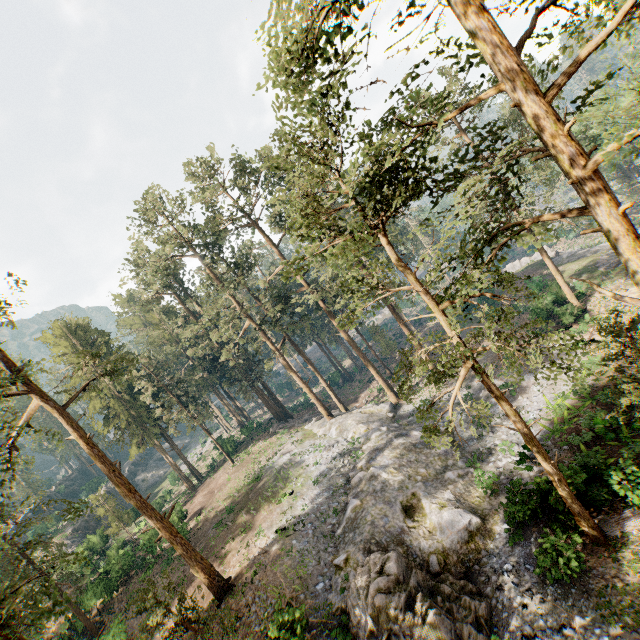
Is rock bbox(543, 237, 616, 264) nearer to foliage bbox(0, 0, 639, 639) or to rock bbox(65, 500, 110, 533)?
foliage bbox(0, 0, 639, 639)

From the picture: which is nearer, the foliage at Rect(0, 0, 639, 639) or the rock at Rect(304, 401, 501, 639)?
the foliage at Rect(0, 0, 639, 639)

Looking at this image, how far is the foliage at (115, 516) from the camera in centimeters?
3644cm

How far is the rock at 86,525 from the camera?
47.77m

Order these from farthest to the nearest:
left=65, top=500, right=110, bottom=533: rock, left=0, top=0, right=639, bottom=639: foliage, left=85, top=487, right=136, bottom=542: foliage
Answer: left=65, top=500, right=110, bottom=533: rock < left=85, top=487, right=136, bottom=542: foliage < left=0, top=0, right=639, bottom=639: foliage

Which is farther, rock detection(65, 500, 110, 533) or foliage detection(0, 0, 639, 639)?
rock detection(65, 500, 110, 533)

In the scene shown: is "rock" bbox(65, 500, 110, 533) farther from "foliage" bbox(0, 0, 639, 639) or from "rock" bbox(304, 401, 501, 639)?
"rock" bbox(304, 401, 501, 639)

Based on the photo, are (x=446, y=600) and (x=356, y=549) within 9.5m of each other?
yes
